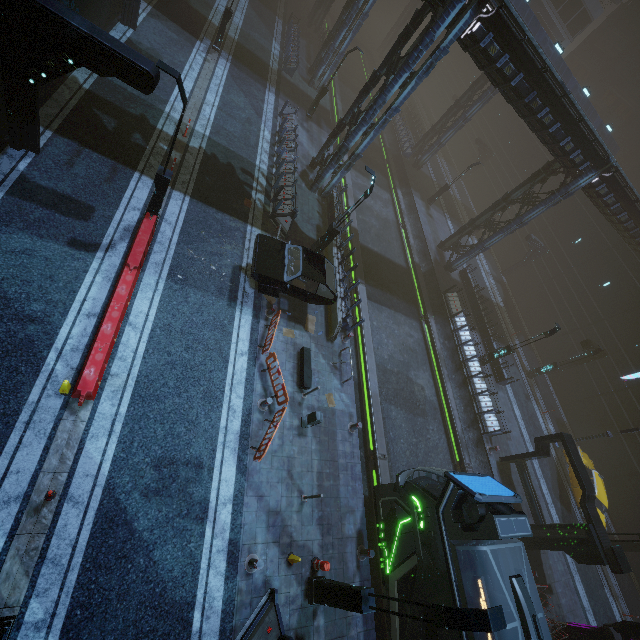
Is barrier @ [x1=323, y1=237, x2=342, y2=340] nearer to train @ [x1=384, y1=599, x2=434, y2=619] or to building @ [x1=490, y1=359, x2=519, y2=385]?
building @ [x1=490, y1=359, x2=519, y2=385]

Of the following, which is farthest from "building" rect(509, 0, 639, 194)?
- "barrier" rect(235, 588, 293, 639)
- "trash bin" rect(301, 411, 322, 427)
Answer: "trash bin" rect(301, 411, 322, 427)

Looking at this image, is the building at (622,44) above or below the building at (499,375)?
above

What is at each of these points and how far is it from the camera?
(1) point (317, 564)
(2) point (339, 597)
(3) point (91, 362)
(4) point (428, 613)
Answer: (1) traffic cone, 10.1m
(2) street light, 8.8m
(3) barrier, 8.6m
(4) train, 9.5m

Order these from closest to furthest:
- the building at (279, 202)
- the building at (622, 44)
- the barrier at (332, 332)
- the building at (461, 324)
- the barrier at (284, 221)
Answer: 1. the barrier at (332, 332)
2. the barrier at (284, 221)
3. the building at (279, 202)
4. the building at (461, 324)
5. the building at (622, 44)

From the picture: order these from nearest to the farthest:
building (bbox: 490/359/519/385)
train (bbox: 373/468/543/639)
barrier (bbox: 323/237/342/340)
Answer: train (bbox: 373/468/543/639)
barrier (bbox: 323/237/342/340)
building (bbox: 490/359/519/385)

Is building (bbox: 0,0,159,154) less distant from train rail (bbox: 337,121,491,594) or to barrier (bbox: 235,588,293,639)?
train rail (bbox: 337,121,491,594)

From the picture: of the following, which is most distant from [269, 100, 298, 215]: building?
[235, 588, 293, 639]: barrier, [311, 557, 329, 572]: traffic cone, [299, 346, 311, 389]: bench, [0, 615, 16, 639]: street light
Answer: [0, 615, 16, 639]: street light
